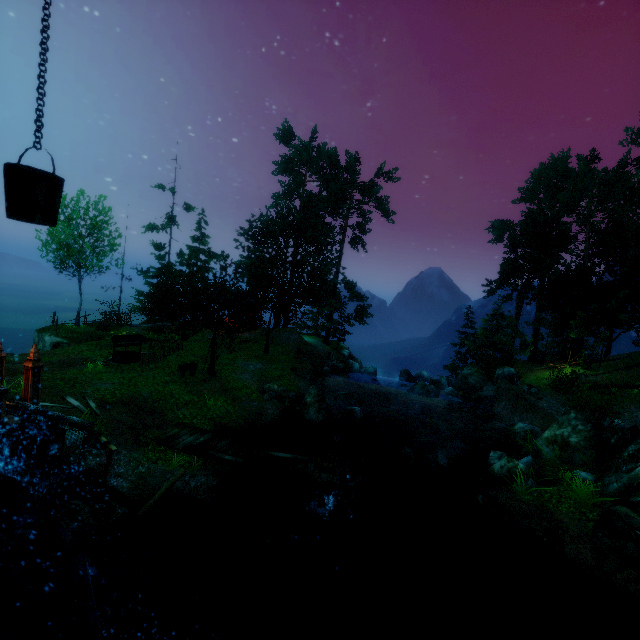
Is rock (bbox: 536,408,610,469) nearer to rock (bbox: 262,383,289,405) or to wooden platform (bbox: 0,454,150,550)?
rock (bbox: 262,383,289,405)

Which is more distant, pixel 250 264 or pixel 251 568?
pixel 250 264

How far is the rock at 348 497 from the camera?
13.00m

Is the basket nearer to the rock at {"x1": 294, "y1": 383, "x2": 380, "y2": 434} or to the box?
the box

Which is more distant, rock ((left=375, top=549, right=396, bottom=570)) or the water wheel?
rock ((left=375, top=549, right=396, bottom=570))

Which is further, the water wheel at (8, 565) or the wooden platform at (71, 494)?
the wooden platform at (71, 494)

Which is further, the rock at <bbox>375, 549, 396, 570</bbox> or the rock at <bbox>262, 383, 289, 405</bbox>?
the rock at <bbox>262, 383, 289, 405</bbox>

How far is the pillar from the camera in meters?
9.7
